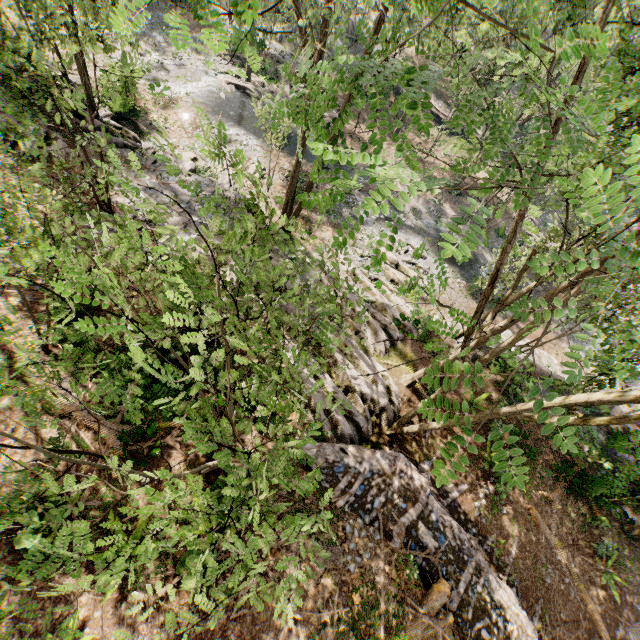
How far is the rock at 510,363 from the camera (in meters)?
16.73

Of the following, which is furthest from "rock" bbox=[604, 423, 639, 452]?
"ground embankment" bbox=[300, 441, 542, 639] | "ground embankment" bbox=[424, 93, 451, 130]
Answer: "ground embankment" bbox=[424, 93, 451, 130]

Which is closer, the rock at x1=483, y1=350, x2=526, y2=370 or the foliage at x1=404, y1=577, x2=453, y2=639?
the foliage at x1=404, y1=577, x2=453, y2=639

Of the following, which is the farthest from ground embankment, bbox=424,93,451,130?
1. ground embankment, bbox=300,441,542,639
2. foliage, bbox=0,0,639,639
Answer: ground embankment, bbox=300,441,542,639

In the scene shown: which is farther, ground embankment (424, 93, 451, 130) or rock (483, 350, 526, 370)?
ground embankment (424, 93, 451, 130)

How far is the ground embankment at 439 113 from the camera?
35.6 meters

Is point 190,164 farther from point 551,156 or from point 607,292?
point 607,292
